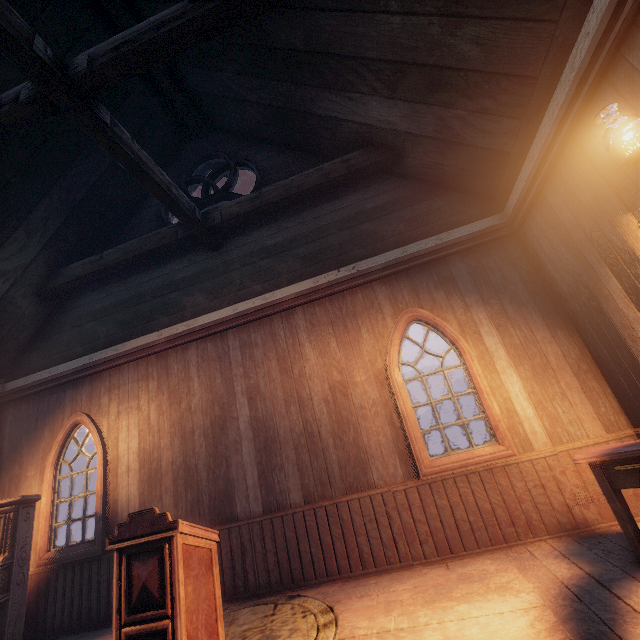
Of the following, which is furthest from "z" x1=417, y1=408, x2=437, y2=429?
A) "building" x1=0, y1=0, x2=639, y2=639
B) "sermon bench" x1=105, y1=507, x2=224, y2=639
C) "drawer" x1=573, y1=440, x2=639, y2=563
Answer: "sermon bench" x1=105, y1=507, x2=224, y2=639

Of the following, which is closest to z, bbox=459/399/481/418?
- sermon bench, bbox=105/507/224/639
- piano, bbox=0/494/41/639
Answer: piano, bbox=0/494/41/639

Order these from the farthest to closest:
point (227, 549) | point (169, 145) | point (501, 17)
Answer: point (169, 145), point (227, 549), point (501, 17)

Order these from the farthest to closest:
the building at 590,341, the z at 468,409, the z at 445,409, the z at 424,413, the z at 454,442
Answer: the z at 424,413
the z at 445,409
the z at 468,409
the z at 454,442
the building at 590,341

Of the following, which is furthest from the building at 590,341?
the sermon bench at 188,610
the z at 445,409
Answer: the sermon bench at 188,610

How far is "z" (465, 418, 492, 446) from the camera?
20.39m

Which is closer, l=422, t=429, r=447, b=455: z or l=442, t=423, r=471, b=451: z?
l=442, t=423, r=471, b=451: z
